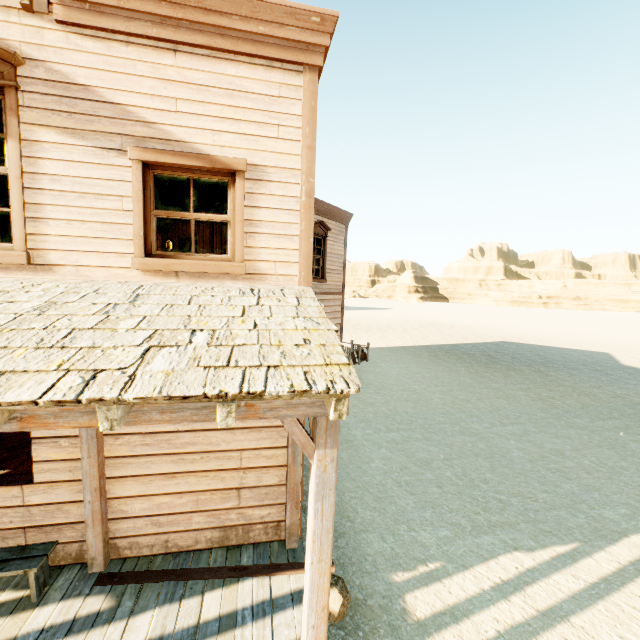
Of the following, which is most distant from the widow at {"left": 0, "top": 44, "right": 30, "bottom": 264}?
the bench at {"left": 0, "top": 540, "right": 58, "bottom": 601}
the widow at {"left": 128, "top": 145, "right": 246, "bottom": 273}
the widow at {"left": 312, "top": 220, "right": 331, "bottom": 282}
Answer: the widow at {"left": 312, "top": 220, "right": 331, "bottom": 282}

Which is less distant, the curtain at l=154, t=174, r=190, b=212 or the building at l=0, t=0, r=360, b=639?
the building at l=0, t=0, r=360, b=639

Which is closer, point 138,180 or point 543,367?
point 138,180

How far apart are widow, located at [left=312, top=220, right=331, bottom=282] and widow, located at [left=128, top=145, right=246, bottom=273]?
7.6 meters

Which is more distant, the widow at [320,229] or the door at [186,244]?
the door at [186,244]

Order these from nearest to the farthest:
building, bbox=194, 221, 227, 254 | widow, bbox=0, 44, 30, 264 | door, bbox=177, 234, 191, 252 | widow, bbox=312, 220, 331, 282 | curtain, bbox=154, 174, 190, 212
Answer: widow, bbox=0, 44, 30, 264, curtain, bbox=154, 174, 190, 212, building, bbox=194, 221, 227, 254, widow, bbox=312, 220, 331, 282, door, bbox=177, 234, 191, 252

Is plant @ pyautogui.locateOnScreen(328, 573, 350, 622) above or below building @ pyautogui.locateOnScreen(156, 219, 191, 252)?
below

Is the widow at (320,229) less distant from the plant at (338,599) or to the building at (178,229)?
the building at (178,229)
